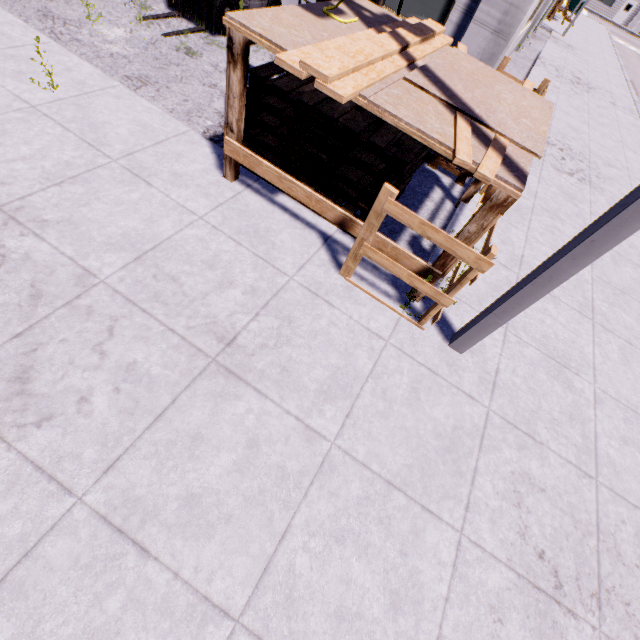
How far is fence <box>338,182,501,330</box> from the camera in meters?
2.8

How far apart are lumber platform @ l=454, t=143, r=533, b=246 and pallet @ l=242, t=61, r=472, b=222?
0.2 meters

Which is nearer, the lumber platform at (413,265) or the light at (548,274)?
the light at (548,274)

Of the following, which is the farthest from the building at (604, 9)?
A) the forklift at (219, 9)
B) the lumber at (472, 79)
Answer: the lumber at (472, 79)

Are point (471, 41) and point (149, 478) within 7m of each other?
no

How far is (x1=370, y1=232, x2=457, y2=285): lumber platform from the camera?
3.3 meters
